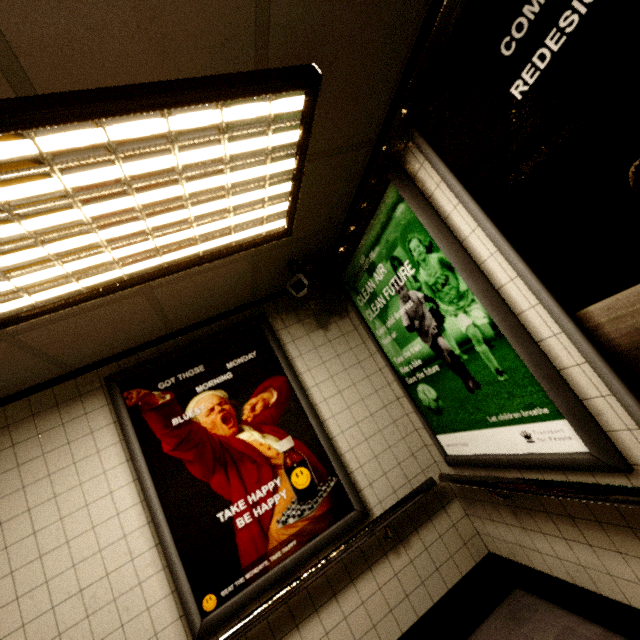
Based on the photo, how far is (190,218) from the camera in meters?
1.6

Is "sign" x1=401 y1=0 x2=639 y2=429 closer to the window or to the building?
the building

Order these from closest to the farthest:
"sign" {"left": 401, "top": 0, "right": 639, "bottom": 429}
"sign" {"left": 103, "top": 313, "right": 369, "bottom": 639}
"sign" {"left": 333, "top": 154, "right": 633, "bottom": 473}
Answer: "sign" {"left": 401, "top": 0, "right": 639, "bottom": 429}, "sign" {"left": 333, "top": 154, "right": 633, "bottom": 473}, "sign" {"left": 103, "top": 313, "right": 369, "bottom": 639}

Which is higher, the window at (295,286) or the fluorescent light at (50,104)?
the fluorescent light at (50,104)

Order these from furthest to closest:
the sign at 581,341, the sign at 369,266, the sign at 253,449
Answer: the sign at 253,449 < the sign at 369,266 < the sign at 581,341

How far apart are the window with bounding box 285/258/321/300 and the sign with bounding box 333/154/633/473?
0.15m

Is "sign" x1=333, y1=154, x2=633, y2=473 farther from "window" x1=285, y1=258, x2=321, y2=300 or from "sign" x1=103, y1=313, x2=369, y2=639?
"sign" x1=103, y1=313, x2=369, y2=639

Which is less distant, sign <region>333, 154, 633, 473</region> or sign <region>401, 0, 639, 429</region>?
sign <region>401, 0, 639, 429</region>
